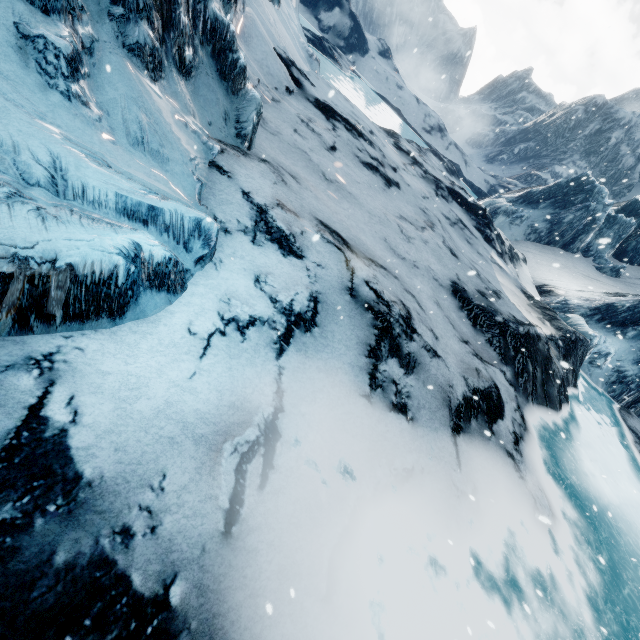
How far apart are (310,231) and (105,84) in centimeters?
344cm
